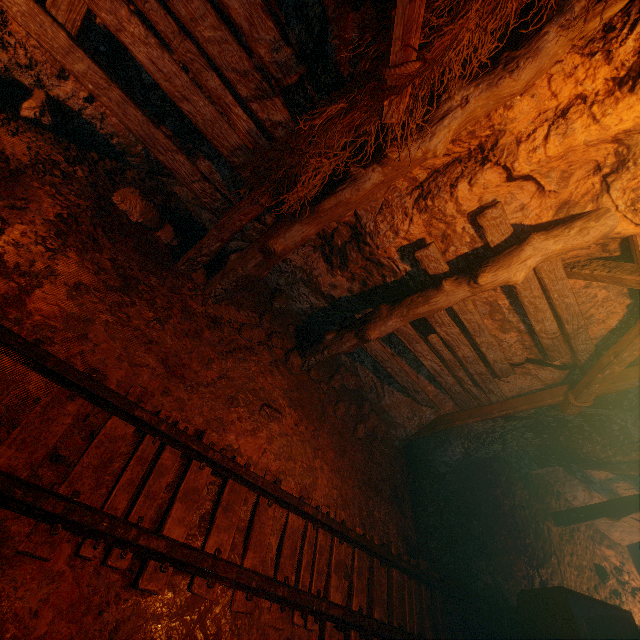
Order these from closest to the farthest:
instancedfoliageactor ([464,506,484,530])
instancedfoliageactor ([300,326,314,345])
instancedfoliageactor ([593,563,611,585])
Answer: instancedfoliageactor ([300,326,314,345]), instancedfoliageactor ([464,506,484,530]), instancedfoliageactor ([593,563,611,585])

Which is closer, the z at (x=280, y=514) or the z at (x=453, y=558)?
the z at (x=453, y=558)

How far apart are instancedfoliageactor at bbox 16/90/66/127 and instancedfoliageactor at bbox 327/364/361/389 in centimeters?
439cm

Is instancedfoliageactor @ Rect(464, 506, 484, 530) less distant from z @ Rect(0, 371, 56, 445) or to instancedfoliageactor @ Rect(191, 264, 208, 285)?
z @ Rect(0, 371, 56, 445)

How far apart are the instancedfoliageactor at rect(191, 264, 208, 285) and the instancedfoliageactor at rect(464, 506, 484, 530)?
6.4 meters

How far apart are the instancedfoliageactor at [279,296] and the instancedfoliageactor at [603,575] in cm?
948

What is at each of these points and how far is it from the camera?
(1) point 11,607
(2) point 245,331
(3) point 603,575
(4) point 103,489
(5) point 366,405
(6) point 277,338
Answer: (1) z, 1.7 meters
(2) instancedfoliageactor, 4.0 meters
(3) instancedfoliageactor, 7.3 meters
(4) z, 2.3 meters
(5) instancedfoliageactor, 5.5 meters
(6) instancedfoliageactor, 4.4 meters

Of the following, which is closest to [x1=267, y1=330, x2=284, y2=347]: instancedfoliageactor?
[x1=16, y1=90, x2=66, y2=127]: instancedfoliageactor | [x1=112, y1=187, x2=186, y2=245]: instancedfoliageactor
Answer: [x1=112, y1=187, x2=186, y2=245]: instancedfoliageactor
